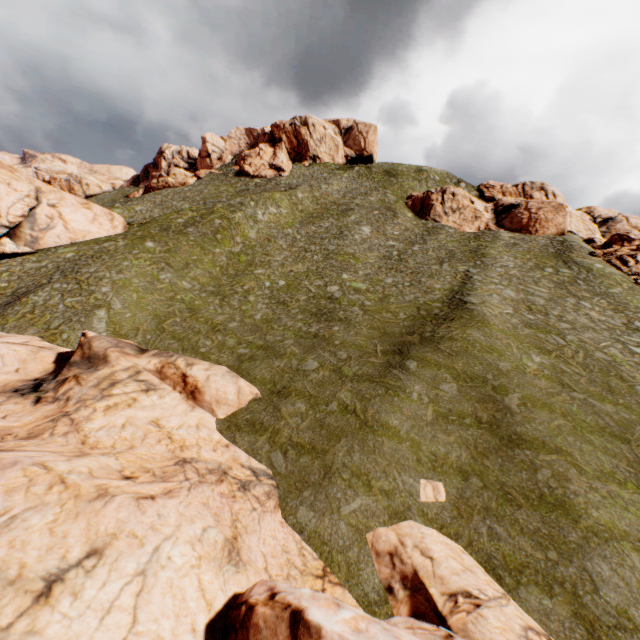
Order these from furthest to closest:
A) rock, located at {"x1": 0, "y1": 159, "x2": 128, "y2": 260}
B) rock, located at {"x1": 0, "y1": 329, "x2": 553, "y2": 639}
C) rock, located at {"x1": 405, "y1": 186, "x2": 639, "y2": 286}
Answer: rock, located at {"x1": 405, "y1": 186, "x2": 639, "y2": 286} → rock, located at {"x1": 0, "y1": 159, "x2": 128, "y2": 260} → rock, located at {"x1": 0, "y1": 329, "x2": 553, "y2": 639}

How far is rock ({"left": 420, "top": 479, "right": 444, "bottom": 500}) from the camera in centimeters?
1305cm

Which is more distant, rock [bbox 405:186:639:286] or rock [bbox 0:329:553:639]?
rock [bbox 405:186:639:286]

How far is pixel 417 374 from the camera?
19.8m

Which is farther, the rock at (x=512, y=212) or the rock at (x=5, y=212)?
the rock at (x=512, y=212)

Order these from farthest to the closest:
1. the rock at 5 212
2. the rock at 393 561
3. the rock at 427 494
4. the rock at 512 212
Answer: the rock at 512 212 < the rock at 5 212 < the rock at 427 494 < the rock at 393 561

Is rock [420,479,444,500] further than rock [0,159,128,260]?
No
